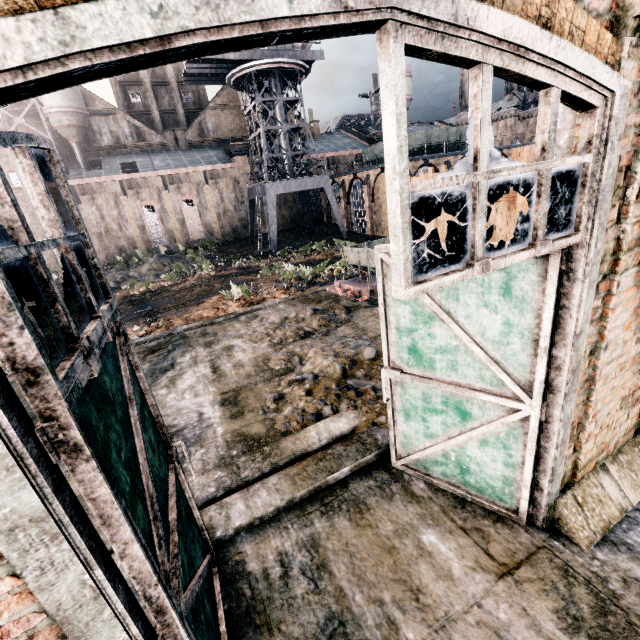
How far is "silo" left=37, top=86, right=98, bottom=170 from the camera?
37.8m

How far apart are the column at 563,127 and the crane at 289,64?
34.6 meters

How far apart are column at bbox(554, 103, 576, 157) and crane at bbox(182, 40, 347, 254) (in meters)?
34.59

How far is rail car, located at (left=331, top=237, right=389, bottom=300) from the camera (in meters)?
13.39

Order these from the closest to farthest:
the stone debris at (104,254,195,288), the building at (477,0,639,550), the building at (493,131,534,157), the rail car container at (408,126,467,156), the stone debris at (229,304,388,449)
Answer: the building at (477,0,639,550)
the stone debris at (229,304,388,449)
the stone debris at (104,254,195,288)
the rail car container at (408,126,467,156)
the building at (493,131,534,157)

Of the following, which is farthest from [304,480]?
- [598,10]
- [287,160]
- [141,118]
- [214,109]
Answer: [141,118]

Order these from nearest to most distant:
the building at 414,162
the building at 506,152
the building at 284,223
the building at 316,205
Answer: the building at 414,162 → the building at 506,152 → the building at 284,223 → the building at 316,205

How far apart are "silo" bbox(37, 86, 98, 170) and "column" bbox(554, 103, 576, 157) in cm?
5206
